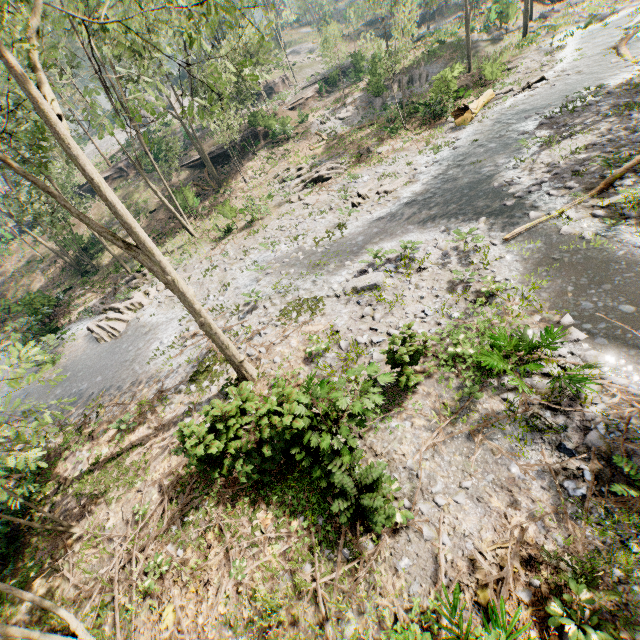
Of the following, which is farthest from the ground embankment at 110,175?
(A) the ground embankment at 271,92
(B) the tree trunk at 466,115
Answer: (B) the tree trunk at 466,115

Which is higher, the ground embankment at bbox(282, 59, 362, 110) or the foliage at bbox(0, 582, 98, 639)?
the ground embankment at bbox(282, 59, 362, 110)

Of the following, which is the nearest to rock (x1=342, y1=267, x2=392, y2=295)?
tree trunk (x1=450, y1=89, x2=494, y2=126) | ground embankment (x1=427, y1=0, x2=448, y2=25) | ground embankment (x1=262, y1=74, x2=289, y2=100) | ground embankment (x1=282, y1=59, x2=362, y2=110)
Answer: tree trunk (x1=450, y1=89, x2=494, y2=126)

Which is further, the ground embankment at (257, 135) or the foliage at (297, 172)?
the ground embankment at (257, 135)

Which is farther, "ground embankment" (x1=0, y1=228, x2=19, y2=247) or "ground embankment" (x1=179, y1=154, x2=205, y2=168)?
"ground embankment" (x1=0, y1=228, x2=19, y2=247)

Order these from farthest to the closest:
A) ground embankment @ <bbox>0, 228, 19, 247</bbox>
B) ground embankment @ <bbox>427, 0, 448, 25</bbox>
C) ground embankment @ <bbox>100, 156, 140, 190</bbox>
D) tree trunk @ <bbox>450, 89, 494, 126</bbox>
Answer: ground embankment @ <bbox>427, 0, 448, 25</bbox>, ground embankment @ <bbox>100, 156, 140, 190</bbox>, ground embankment @ <bbox>0, 228, 19, 247</bbox>, tree trunk @ <bbox>450, 89, 494, 126</bbox>

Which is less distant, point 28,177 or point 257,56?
point 28,177

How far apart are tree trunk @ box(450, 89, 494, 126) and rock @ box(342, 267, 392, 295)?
14.69m
